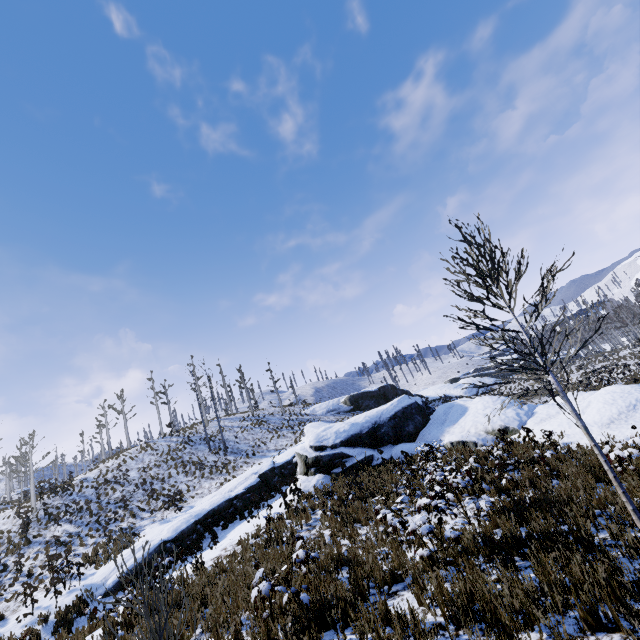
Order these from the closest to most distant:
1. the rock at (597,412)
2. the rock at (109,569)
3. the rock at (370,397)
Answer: the rock at (597,412) → the rock at (109,569) → the rock at (370,397)

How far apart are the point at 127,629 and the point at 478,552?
8.4 meters

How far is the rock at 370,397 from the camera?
15.0 meters

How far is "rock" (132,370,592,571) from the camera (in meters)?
15.00

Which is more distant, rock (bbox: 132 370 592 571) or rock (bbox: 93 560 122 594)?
rock (bbox: 132 370 592 571)

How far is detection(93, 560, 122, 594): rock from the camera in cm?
1307

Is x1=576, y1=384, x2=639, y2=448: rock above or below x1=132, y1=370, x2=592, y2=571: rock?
below

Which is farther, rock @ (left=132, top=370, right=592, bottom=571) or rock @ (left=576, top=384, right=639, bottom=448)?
A: rock @ (left=132, top=370, right=592, bottom=571)
